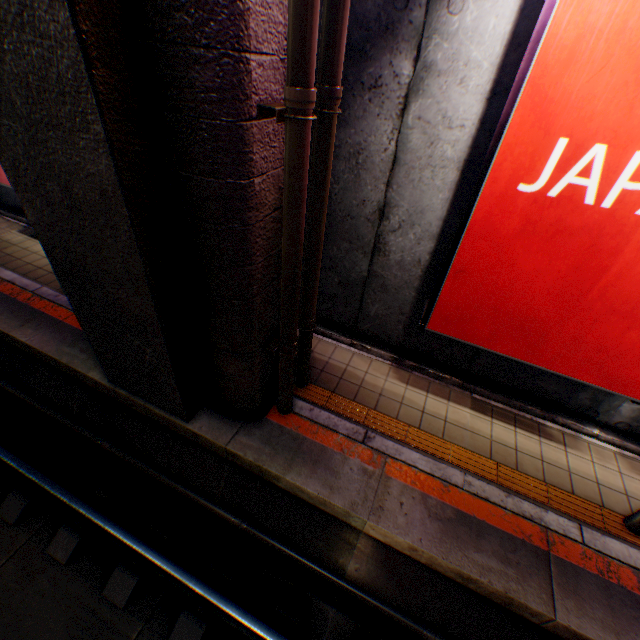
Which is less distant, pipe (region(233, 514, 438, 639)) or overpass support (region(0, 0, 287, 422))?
overpass support (region(0, 0, 287, 422))

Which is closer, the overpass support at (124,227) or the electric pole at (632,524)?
the overpass support at (124,227)

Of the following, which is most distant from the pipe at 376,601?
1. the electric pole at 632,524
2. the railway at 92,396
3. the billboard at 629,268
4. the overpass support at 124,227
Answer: the billboard at 629,268

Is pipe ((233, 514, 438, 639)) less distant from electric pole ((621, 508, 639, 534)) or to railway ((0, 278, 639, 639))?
railway ((0, 278, 639, 639))

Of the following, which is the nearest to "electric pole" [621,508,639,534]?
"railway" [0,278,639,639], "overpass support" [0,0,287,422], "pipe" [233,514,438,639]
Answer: "railway" [0,278,639,639]

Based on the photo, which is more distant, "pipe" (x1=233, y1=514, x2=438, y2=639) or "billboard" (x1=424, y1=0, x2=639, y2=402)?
"pipe" (x1=233, y1=514, x2=438, y2=639)

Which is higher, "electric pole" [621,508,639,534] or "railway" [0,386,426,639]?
"electric pole" [621,508,639,534]

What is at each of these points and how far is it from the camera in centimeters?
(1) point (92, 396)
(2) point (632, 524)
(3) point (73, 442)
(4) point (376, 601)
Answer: (1) railway, 534cm
(2) electric pole, 386cm
(3) railway, 552cm
(4) pipe, 394cm
